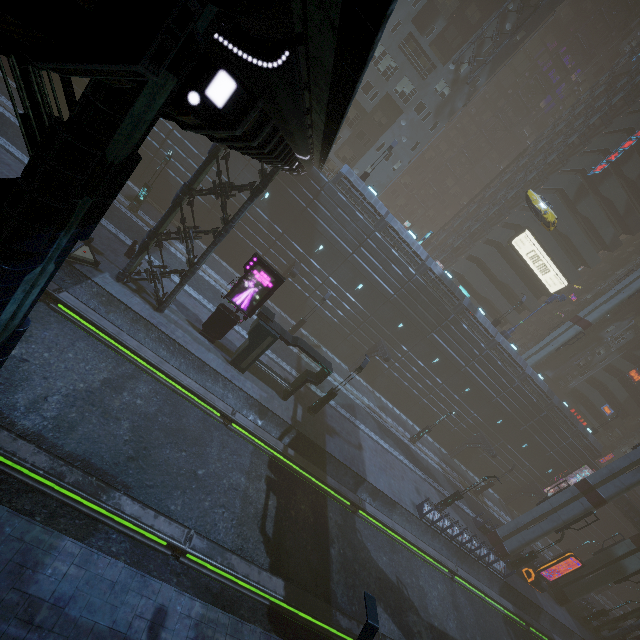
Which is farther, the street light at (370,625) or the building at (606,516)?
the building at (606,516)

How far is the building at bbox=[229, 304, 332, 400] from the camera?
18.83m

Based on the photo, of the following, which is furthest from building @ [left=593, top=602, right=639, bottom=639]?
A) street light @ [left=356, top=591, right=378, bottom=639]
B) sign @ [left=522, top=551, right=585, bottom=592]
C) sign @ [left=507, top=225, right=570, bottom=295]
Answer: street light @ [left=356, top=591, right=378, bottom=639]

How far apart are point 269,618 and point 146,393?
10.35m

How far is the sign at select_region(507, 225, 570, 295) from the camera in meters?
40.8

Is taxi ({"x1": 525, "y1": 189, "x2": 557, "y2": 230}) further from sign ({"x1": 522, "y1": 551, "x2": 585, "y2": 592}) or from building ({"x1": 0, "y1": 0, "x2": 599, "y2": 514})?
sign ({"x1": 522, "y1": 551, "x2": 585, "y2": 592})

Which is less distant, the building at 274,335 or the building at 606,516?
the building at 274,335

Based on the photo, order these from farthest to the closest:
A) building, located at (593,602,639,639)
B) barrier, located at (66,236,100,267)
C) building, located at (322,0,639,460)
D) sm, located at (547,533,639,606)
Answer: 1. building, located at (322,0,639,460)
2. building, located at (593,602,639,639)
3. sm, located at (547,533,639,606)
4. barrier, located at (66,236,100,267)
